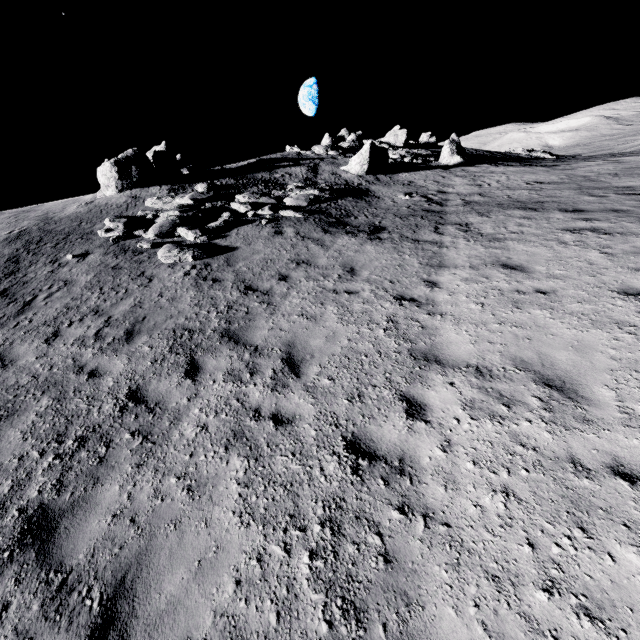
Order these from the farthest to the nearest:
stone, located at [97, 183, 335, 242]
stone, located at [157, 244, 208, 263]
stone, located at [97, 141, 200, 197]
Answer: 1. stone, located at [97, 141, 200, 197]
2. stone, located at [97, 183, 335, 242]
3. stone, located at [157, 244, 208, 263]

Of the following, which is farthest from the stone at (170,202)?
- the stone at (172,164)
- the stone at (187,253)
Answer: the stone at (172,164)

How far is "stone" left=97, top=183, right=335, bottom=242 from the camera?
13.1 meters

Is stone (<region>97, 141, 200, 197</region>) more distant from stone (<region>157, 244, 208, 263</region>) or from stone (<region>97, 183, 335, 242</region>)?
stone (<region>157, 244, 208, 263</region>)

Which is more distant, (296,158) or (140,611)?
(296,158)

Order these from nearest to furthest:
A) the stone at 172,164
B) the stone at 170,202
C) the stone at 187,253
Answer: the stone at 187,253 → the stone at 170,202 → the stone at 172,164

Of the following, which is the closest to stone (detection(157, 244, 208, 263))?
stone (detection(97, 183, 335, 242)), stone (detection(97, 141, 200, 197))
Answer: stone (detection(97, 183, 335, 242))
